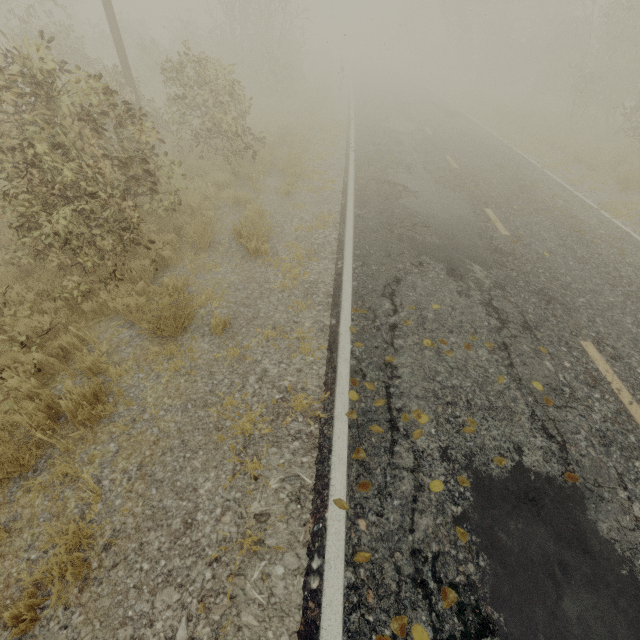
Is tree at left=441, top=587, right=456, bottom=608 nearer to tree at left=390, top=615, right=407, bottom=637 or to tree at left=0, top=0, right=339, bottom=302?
tree at left=390, top=615, right=407, bottom=637

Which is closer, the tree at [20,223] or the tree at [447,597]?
the tree at [447,597]

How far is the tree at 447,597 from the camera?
Result: 2.5 meters

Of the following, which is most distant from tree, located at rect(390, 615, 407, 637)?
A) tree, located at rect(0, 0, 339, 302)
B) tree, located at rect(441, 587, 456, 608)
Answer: tree, located at rect(0, 0, 339, 302)

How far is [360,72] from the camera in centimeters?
3675cm
